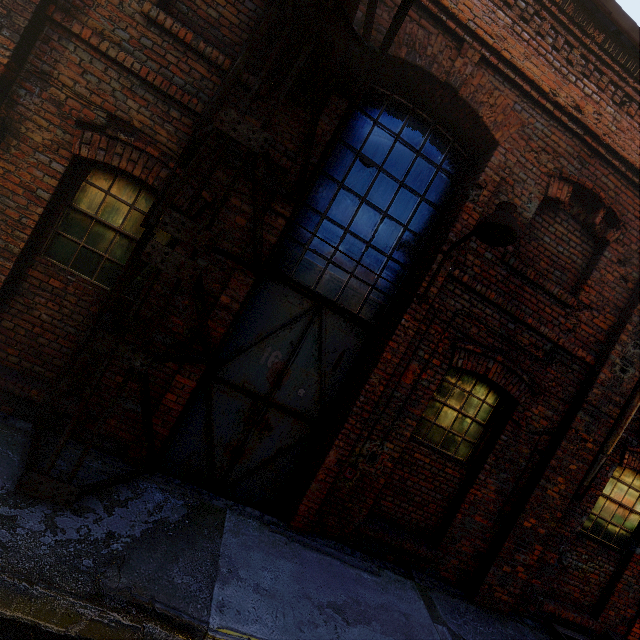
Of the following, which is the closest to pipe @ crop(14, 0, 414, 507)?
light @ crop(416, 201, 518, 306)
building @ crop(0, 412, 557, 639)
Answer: building @ crop(0, 412, 557, 639)

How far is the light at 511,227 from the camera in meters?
3.2 m

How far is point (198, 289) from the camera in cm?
295

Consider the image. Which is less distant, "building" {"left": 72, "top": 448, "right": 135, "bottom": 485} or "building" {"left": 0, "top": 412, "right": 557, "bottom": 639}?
"building" {"left": 0, "top": 412, "right": 557, "bottom": 639}

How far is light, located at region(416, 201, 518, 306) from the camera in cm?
323

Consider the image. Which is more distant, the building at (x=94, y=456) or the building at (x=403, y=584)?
the building at (x=94, y=456)

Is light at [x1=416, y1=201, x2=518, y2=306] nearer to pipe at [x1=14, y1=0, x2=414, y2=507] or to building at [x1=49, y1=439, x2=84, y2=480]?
pipe at [x1=14, y1=0, x2=414, y2=507]
